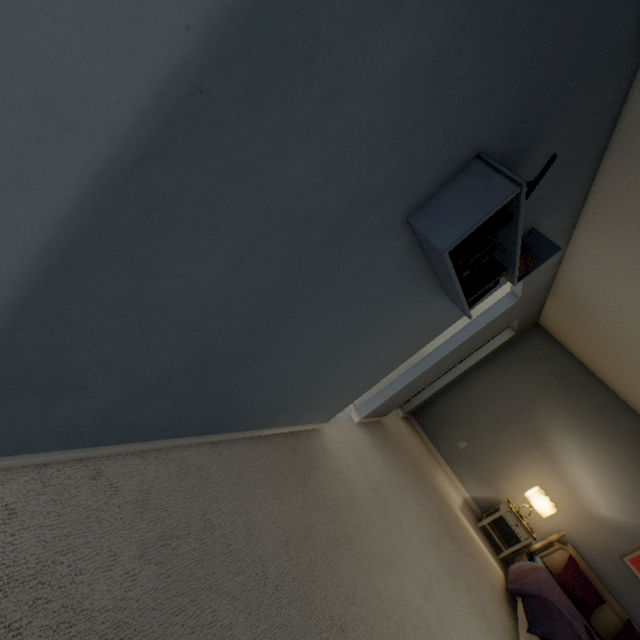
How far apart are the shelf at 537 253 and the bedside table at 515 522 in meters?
3.7

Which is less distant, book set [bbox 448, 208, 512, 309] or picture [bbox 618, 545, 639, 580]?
book set [bbox 448, 208, 512, 309]

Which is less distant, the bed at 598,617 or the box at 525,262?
the box at 525,262

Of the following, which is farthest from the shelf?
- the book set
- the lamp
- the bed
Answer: the lamp

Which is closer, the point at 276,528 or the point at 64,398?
the point at 64,398

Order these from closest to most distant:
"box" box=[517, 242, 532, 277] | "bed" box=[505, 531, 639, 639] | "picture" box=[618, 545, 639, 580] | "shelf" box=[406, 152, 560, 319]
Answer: "shelf" box=[406, 152, 560, 319]
"box" box=[517, 242, 532, 277]
"bed" box=[505, 531, 639, 639]
"picture" box=[618, 545, 639, 580]

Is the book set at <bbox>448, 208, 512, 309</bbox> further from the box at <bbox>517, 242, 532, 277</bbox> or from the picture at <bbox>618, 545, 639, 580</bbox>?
the picture at <bbox>618, 545, 639, 580</bbox>

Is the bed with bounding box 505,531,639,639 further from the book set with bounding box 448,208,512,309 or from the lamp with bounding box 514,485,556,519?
the book set with bounding box 448,208,512,309
